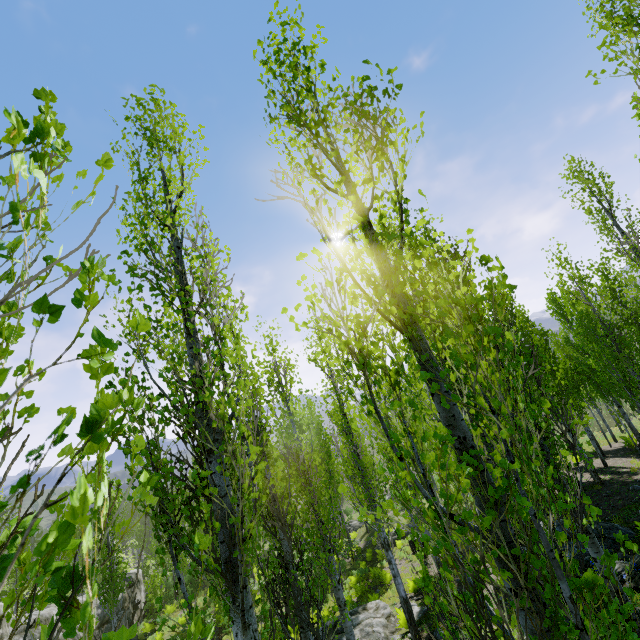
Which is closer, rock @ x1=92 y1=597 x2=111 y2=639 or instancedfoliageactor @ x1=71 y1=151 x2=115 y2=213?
instancedfoliageactor @ x1=71 y1=151 x2=115 y2=213

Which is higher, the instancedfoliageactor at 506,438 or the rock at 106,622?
the instancedfoliageactor at 506,438

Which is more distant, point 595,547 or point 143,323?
point 595,547

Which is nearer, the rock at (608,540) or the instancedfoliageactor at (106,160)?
the instancedfoliageactor at (106,160)

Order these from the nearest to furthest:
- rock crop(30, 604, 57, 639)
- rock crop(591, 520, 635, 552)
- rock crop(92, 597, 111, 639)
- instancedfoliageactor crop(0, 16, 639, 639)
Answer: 1. instancedfoliageactor crop(0, 16, 639, 639)
2. rock crop(591, 520, 635, 552)
3. rock crop(30, 604, 57, 639)
4. rock crop(92, 597, 111, 639)

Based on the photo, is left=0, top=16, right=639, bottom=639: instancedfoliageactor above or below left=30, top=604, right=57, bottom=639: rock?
above

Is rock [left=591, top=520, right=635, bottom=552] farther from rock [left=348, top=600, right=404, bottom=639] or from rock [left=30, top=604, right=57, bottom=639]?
rock [left=30, top=604, right=57, bottom=639]
